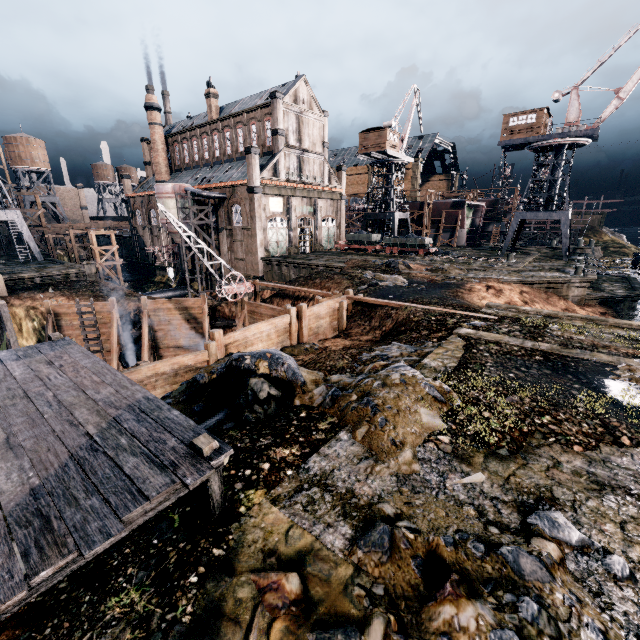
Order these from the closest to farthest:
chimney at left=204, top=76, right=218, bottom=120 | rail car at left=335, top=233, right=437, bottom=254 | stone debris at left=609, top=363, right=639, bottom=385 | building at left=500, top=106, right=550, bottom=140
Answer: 1. stone debris at left=609, top=363, right=639, bottom=385
2. building at left=500, top=106, right=550, bottom=140
3. rail car at left=335, top=233, right=437, bottom=254
4. chimney at left=204, top=76, right=218, bottom=120

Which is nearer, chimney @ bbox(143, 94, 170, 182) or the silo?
the silo

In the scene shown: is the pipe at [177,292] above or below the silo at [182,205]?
below

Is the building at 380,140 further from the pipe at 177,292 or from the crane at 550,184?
the pipe at 177,292

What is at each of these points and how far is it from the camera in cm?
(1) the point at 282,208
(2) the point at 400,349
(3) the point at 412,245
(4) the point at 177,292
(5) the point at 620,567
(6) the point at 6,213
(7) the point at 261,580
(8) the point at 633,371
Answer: (1) building, 4506
(2) stone debris, 1364
(3) rail car, 4416
(4) pipe, 5019
(5) stone debris, 458
(6) crane, 4150
(7) stone debris, 447
(8) stone debris, 1043

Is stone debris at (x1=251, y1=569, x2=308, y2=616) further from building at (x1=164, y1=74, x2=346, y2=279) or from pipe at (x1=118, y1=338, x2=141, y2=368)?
building at (x1=164, y1=74, x2=346, y2=279)

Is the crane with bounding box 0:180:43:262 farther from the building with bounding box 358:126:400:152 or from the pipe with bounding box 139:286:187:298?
the building with bounding box 358:126:400:152

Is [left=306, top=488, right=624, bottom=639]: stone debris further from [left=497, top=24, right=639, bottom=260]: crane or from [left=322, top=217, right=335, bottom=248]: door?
[left=322, top=217, right=335, bottom=248]: door
